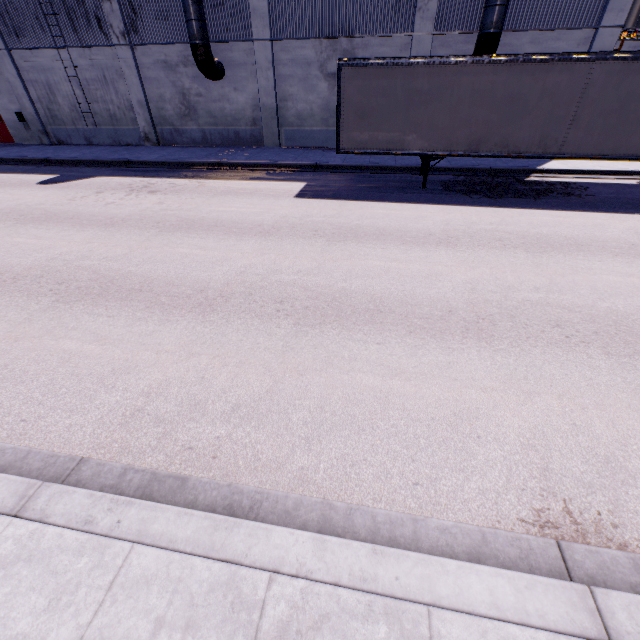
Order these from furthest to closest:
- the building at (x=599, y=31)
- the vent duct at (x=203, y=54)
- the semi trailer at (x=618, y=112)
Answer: the vent duct at (x=203, y=54) → the building at (x=599, y=31) → the semi trailer at (x=618, y=112)

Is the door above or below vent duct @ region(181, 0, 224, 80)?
below

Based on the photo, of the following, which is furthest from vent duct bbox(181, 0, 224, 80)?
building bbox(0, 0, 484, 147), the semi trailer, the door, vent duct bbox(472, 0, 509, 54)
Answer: vent duct bbox(472, 0, 509, 54)

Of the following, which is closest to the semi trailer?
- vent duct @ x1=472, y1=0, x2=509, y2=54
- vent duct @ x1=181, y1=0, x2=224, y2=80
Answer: vent duct @ x1=472, y1=0, x2=509, y2=54

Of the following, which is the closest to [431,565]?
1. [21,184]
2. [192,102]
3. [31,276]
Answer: [31,276]

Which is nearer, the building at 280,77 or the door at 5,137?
the building at 280,77

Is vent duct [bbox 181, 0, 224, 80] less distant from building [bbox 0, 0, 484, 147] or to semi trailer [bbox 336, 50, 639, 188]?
building [bbox 0, 0, 484, 147]

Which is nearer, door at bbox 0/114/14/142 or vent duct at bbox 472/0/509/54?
vent duct at bbox 472/0/509/54
